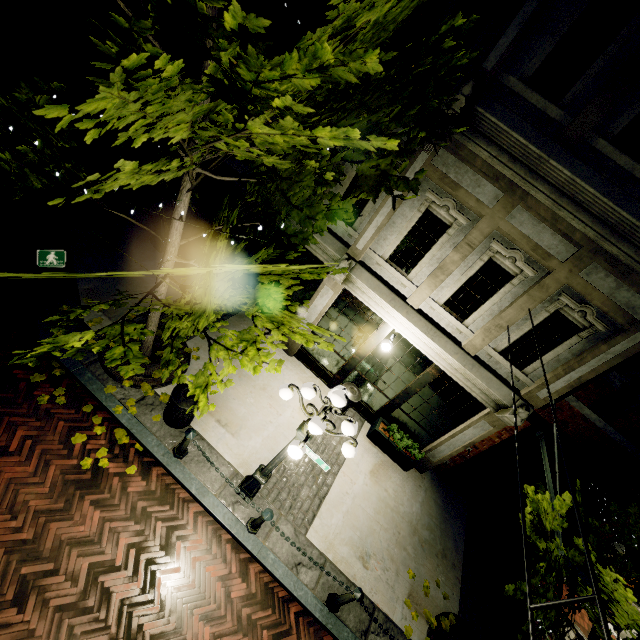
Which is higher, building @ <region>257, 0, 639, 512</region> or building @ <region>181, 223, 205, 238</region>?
building @ <region>257, 0, 639, 512</region>

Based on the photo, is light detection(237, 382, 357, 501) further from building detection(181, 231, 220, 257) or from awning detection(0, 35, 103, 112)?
awning detection(0, 35, 103, 112)

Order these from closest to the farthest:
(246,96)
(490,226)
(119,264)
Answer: (246,96)
(490,226)
(119,264)

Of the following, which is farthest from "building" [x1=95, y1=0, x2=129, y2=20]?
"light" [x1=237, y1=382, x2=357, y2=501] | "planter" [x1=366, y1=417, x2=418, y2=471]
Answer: "light" [x1=237, y1=382, x2=357, y2=501]

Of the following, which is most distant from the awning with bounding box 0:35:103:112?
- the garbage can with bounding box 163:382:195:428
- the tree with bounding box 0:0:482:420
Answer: the garbage can with bounding box 163:382:195:428

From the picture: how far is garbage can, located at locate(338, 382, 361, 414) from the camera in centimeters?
849cm

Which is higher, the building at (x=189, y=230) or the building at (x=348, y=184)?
the building at (x=348, y=184)

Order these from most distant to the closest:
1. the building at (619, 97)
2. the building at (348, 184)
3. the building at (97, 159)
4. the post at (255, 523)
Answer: the building at (97, 159) → the building at (348, 184) → the post at (255, 523) → the building at (619, 97)
